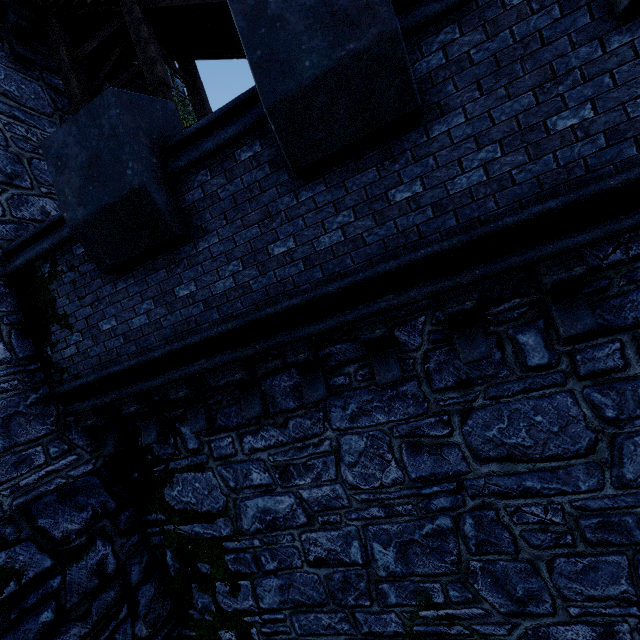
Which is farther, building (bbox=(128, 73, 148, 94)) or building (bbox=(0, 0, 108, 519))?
building (bbox=(128, 73, 148, 94))

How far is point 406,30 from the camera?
3.1m

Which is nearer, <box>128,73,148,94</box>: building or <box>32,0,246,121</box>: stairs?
<box>32,0,246,121</box>: stairs

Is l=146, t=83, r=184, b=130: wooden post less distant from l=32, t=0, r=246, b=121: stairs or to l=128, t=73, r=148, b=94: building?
l=32, t=0, r=246, b=121: stairs

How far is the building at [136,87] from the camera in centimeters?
884cm

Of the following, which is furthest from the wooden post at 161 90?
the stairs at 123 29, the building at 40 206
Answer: the building at 40 206

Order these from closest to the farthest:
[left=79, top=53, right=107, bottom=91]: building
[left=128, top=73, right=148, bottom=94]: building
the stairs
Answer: the stairs
[left=79, top=53, right=107, bottom=91]: building
[left=128, top=73, right=148, bottom=94]: building
